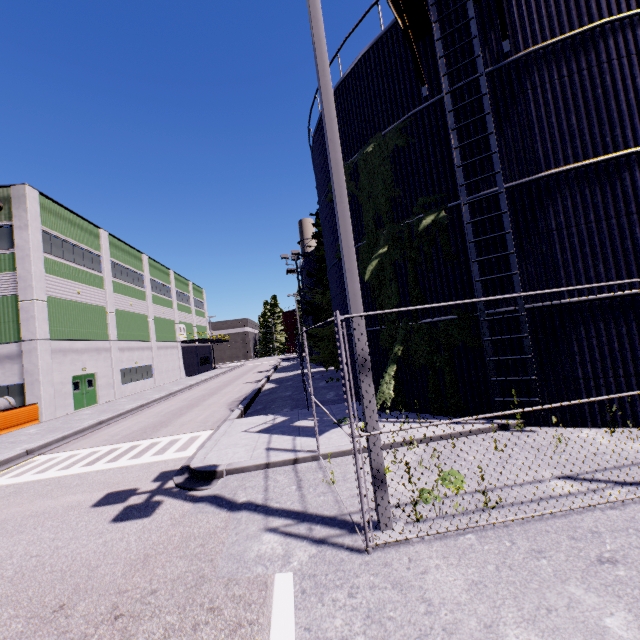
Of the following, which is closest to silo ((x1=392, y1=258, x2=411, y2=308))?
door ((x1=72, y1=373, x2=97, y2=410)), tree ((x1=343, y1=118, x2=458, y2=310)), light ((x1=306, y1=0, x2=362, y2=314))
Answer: tree ((x1=343, y1=118, x2=458, y2=310))

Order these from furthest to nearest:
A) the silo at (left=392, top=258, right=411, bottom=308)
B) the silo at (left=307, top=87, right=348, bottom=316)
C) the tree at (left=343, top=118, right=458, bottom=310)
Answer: the silo at (left=307, top=87, right=348, bottom=316) → the silo at (left=392, top=258, right=411, bottom=308) → the tree at (left=343, top=118, right=458, bottom=310)

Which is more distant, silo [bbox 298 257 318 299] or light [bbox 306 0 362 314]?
silo [bbox 298 257 318 299]

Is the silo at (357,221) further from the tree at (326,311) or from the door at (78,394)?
the door at (78,394)

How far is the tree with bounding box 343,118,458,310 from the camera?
9.2m

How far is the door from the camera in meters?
23.1 m

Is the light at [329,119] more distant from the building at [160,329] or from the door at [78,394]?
the door at [78,394]

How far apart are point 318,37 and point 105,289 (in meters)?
29.90
